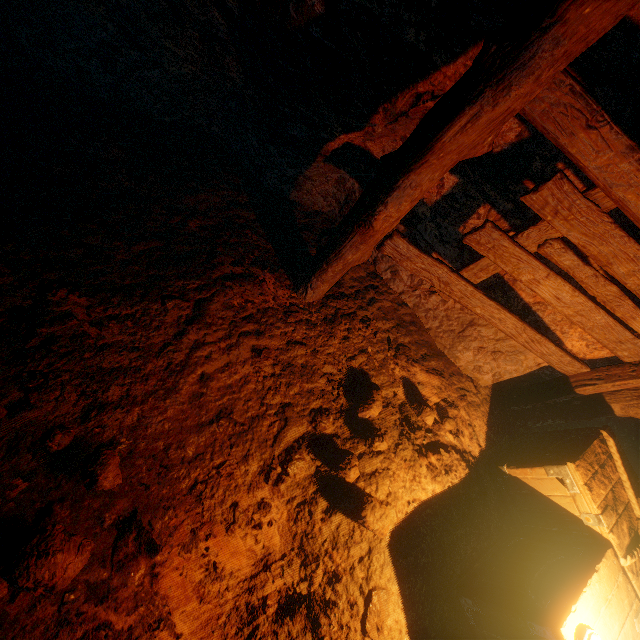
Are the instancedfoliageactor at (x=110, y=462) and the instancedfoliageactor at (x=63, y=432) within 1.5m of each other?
yes

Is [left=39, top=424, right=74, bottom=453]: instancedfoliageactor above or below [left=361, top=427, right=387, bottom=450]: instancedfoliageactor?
below

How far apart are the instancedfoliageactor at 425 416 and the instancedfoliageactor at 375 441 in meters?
0.3

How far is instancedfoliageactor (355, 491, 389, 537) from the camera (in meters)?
2.46

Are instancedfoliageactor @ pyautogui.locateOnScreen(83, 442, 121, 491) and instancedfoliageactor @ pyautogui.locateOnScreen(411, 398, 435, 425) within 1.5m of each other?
no

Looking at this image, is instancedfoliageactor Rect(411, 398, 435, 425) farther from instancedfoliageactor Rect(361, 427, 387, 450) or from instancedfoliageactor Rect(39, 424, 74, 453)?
instancedfoliageactor Rect(39, 424, 74, 453)

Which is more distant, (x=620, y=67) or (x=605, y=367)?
(x=605, y=367)

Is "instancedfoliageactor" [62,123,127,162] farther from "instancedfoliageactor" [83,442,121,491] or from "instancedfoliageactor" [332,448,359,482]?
"instancedfoliageactor" [332,448,359,482]
